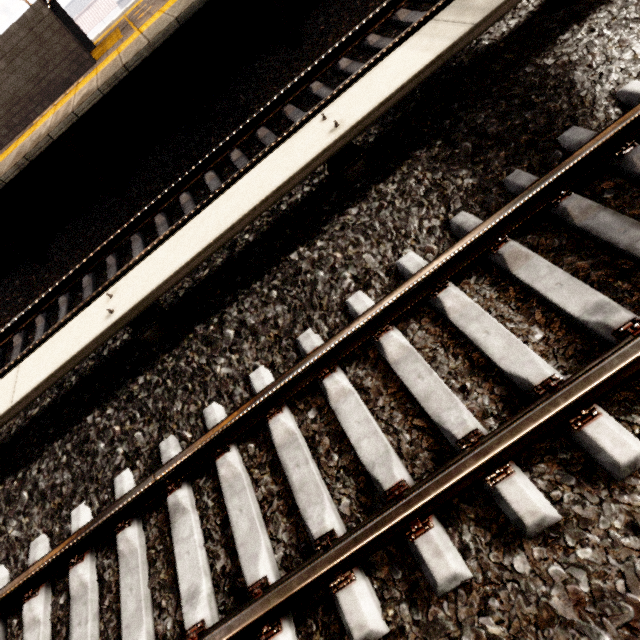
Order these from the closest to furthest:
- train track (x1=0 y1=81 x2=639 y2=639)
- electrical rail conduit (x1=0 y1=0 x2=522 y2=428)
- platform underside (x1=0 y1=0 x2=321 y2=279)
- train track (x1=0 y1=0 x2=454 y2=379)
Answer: train track (x1=0 y1=81 x2=639 y2=639)
electrical rail conduit (x1=0 y1=0 x2=522 y2=428)
train track (x1=0 y1=0 x2=454 y2=379)
platform underside (x1=0 y1=0 x2=321 y2=279)

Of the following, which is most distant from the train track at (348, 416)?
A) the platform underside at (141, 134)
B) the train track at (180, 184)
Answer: the platform underside at (141, 134)

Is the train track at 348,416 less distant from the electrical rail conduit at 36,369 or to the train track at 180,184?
the electrical rail conduit at 36,369

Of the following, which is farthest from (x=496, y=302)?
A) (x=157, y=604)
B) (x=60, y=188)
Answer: (x=60, y=188)

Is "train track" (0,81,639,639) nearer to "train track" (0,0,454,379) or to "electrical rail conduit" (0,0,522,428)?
"electrical rail conduit" (0,0,522,428)

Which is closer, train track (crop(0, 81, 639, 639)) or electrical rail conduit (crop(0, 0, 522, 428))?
train track (crop(0, 81, 639, 639))

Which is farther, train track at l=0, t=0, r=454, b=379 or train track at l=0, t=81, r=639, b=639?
train track at l=0, t=0, r=454, b=379

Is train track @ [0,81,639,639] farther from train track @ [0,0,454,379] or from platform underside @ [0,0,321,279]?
platform underside @ [0,0,321,279]
